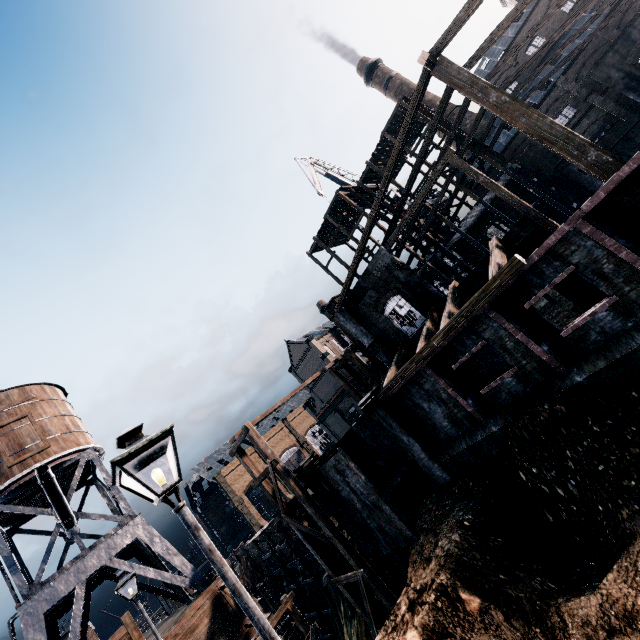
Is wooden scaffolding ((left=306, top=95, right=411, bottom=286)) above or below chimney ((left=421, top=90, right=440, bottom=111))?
below

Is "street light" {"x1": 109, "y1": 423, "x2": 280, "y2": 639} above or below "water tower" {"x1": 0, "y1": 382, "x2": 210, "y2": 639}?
below

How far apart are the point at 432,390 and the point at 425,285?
6.80m

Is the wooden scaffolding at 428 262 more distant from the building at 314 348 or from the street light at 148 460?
the street light at 148 460

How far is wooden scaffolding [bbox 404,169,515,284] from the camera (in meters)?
29.33

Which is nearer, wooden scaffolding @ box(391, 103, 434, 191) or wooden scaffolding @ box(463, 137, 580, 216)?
wooden scaffolding @ box(463, 137, 580, 216)

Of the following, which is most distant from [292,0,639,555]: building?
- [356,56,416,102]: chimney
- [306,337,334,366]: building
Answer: [306,337,334,366]: building

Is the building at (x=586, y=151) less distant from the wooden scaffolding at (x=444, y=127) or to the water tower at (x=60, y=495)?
the wooden scaffolding at (x=444, y=127)
